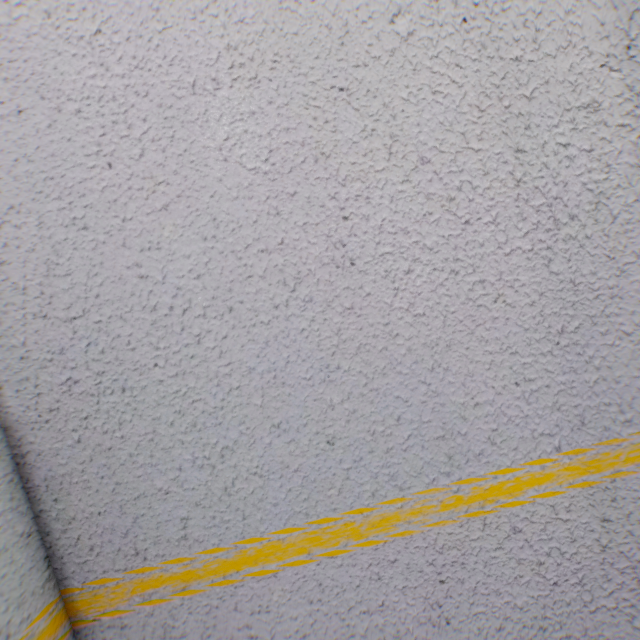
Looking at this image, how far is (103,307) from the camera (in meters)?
0.82
